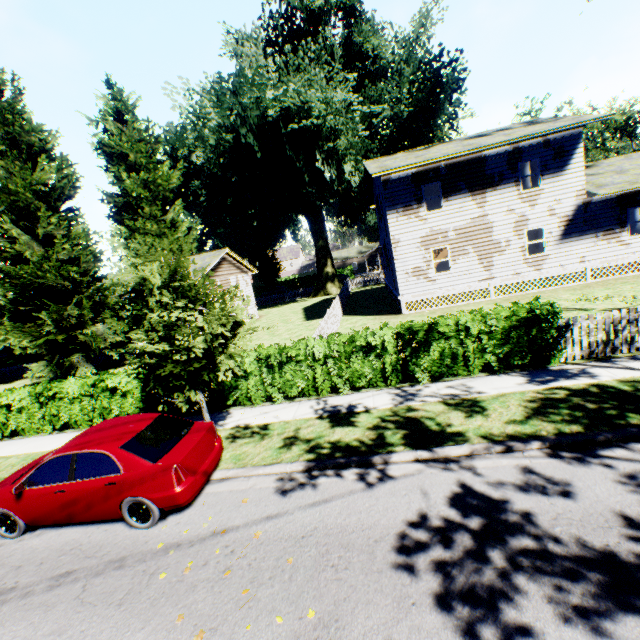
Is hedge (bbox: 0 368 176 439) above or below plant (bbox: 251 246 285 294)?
below

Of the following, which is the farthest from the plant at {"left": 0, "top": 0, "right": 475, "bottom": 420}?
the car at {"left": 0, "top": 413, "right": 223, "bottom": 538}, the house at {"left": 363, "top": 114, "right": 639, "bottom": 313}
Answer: the car at {"left": 0, "top": 413, "right": 223, "bottom": 538}

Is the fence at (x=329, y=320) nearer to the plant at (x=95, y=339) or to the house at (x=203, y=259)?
the plant at (x=95, y=339)

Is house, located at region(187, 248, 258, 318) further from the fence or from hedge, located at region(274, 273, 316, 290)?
hedge, located at region(274, 273, 316, 290)

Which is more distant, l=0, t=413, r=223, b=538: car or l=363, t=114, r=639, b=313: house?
l=363, t=114, r=639, b=313: house

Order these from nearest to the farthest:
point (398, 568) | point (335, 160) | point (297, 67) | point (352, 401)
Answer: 1. point (398, 568)
2. point (352, 401)
3. point (297, 67)
4. point (335, 160)

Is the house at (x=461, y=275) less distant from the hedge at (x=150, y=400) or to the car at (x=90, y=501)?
the hedge at (x=150, y=400)

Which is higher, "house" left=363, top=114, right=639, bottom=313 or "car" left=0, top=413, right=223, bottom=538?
"house" left=363, top=114, right=639, bottom=313
